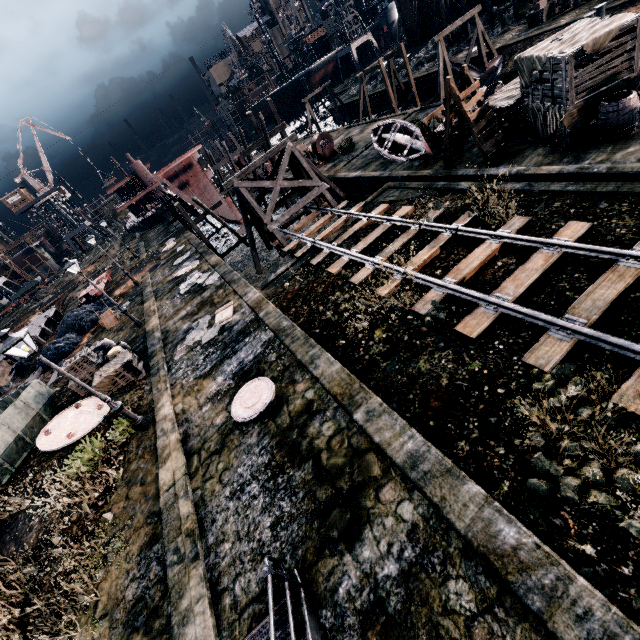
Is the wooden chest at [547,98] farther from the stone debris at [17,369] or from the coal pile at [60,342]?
the stone debris at [17,369]

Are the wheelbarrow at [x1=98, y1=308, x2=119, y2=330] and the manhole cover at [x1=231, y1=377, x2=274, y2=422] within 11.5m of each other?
no

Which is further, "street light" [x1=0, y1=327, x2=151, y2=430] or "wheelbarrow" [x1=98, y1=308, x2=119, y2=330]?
"wheelbarrow" [x1=98, y1=308, x2=119, y2=330]

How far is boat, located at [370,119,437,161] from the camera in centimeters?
1930cm

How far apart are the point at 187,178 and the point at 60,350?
21.76m

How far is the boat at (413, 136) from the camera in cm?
1930

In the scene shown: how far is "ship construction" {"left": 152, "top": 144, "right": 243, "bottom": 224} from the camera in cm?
3232

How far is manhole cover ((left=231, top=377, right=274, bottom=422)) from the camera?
10.6 meters
